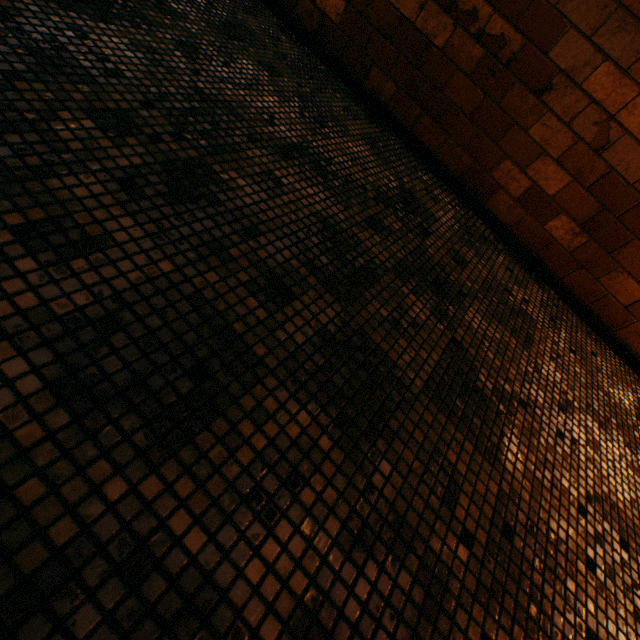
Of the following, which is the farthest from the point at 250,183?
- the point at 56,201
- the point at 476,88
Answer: the point at 476,88
